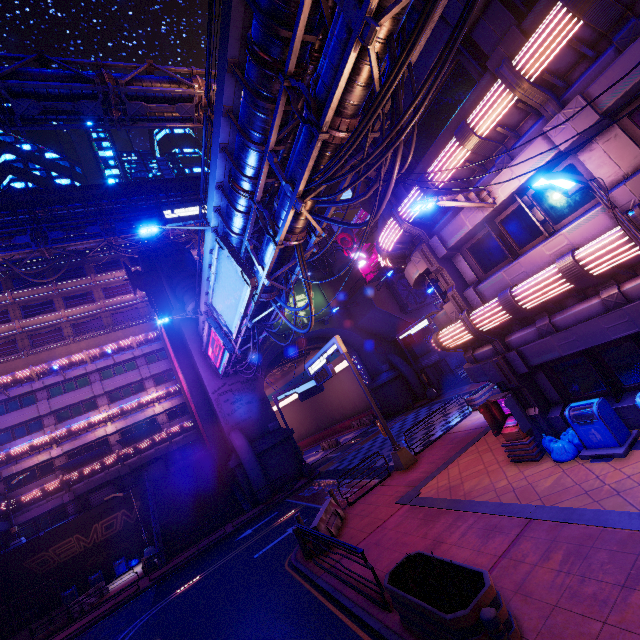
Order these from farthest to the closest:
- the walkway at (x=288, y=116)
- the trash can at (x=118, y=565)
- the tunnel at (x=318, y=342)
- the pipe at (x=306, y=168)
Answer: the tunnel at (x=318, y=342) < the trash can at (x=118, y=565) < the walkway at (x=288, y=116) < the pipe at (x=306, y=168)

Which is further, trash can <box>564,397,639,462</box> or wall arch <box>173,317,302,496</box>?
wall arch <box>173,317,302,496</box>

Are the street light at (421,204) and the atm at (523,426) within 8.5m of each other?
yes

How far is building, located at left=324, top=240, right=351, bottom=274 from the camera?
36.53m

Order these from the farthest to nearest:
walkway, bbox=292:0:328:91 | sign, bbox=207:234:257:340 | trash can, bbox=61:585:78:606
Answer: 1. trash can, bbox=61:585:78:606
2. sign, bbox=207:234:257:340
3. walkway, bbox=292:0:328:91

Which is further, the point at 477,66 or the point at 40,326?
the point at 40,326

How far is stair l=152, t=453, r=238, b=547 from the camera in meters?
25.4 m

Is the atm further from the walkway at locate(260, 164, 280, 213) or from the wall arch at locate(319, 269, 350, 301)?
the wall arch at locate(319, 269, 350, 301)
